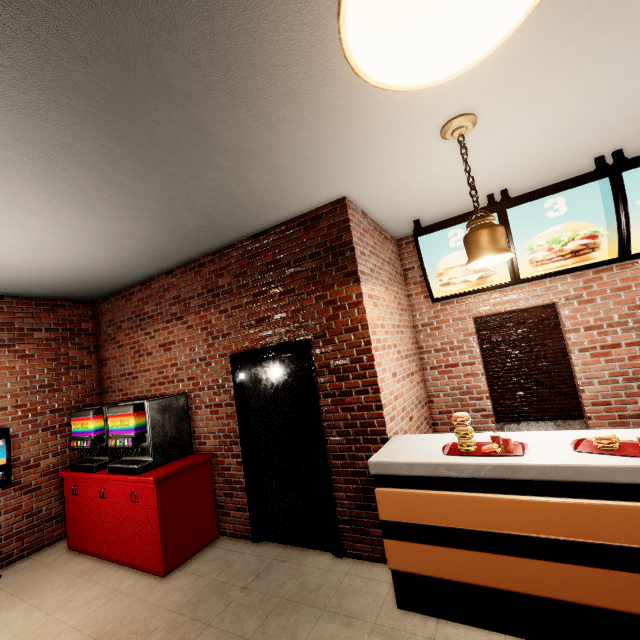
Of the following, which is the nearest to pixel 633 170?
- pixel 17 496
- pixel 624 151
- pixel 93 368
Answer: pixel 624 151
